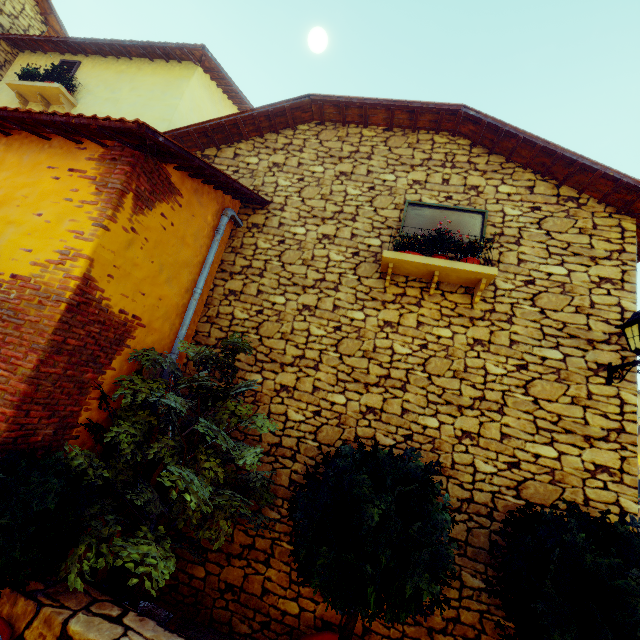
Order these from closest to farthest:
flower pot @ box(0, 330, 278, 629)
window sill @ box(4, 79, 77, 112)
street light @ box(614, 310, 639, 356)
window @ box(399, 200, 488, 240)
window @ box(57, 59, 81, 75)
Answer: flower pot @ box(0, 330, 278, 629) → street light @ box(614, 310, 639, 356) → window @ box(399, 200, 488, 240) → window sill @ box(4, 79, 77, 112) → window @ box(57, 59, 81, 75)

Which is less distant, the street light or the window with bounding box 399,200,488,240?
the street light

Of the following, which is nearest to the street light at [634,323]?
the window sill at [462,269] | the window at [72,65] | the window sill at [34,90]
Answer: the window sill at [462,269]

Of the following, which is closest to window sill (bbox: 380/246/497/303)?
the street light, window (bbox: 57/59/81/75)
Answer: the street light

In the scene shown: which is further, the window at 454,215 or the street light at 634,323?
the window at 454,215

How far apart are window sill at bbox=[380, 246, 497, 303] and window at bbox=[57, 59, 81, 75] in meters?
9.0 m

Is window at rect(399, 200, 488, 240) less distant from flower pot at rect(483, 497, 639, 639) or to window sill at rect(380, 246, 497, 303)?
window sill at rect(380, 246, 497, 303)

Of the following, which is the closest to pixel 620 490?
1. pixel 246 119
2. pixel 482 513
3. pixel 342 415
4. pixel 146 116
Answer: pixel 482 513
